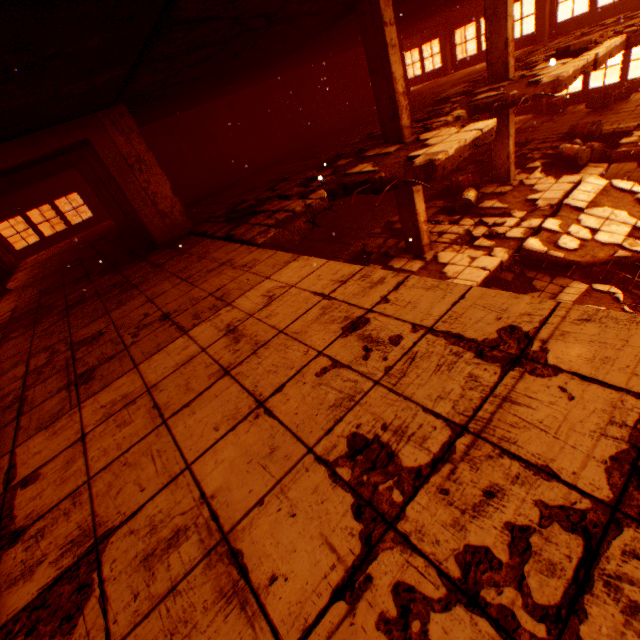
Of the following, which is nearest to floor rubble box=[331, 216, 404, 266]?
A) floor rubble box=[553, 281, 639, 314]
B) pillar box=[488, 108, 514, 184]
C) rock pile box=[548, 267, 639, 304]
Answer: pillar box=[488, 108, 514, 184]

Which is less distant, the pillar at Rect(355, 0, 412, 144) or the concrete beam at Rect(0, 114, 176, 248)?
the concrete beam at Rect(0, 114, 176, 248)

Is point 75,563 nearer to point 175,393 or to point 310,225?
point 175,393

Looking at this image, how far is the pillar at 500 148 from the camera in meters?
10.1 m

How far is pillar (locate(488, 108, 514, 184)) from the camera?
10.1 meters

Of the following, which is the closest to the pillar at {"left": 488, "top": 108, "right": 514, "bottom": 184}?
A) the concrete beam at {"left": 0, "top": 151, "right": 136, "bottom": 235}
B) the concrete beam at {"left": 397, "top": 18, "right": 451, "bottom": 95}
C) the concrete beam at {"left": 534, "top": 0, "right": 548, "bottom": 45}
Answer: the concrete beam at {"left": 534, "top": 0, "right": 548, "bottom": 45}

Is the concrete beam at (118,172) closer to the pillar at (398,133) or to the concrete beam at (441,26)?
the pillar at (398,133)

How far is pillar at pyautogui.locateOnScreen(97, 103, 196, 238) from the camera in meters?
6.3
